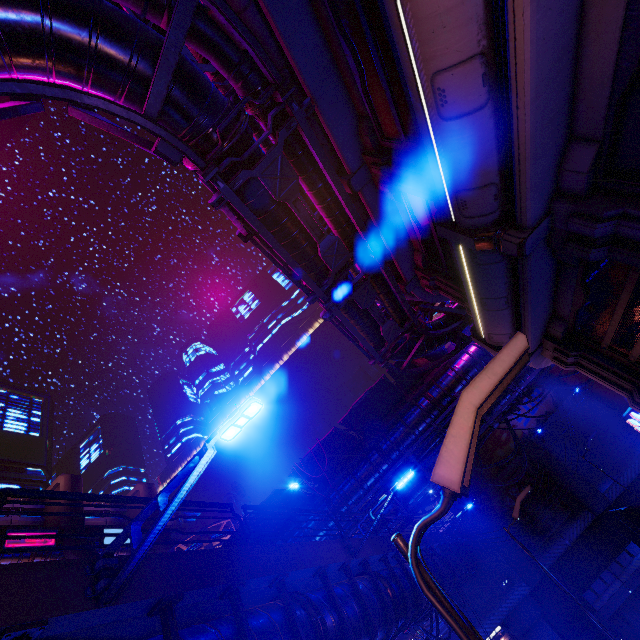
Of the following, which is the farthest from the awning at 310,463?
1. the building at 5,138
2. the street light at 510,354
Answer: the building at 5,138

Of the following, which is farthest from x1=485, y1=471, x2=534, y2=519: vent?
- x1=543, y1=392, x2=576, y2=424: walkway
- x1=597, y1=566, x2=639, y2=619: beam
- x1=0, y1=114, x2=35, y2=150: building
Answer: x1=0, y1=114, x2=35, y2=150: building

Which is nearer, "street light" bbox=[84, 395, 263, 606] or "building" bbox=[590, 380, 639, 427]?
"street light" bbox=[84, 395, 263, 606]

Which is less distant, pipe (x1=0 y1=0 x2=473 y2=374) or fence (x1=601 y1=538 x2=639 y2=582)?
pipe (x1=0 y1=0 x2=473 y2=374)

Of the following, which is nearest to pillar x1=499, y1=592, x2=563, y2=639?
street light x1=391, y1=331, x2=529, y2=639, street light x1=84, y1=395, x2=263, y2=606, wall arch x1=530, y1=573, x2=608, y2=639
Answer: wall arch x1=530, y1=573, x2=608, y2=639

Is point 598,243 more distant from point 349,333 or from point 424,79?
point 349,333

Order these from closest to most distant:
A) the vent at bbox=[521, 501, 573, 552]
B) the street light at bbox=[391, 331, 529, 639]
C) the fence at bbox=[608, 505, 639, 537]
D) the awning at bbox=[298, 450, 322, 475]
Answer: the street light at bbox=[391, 331, 529, 639]
the fence at bbox=[608, 505, 639, 537]
the awning at bbox=[298, 450, 322, 475]
the vent at bbox=[521, 501, 573, 552]

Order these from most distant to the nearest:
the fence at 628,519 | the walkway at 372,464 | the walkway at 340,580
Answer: the walkway at 372,464
the fence at 628,519
the walkway at 340,580
